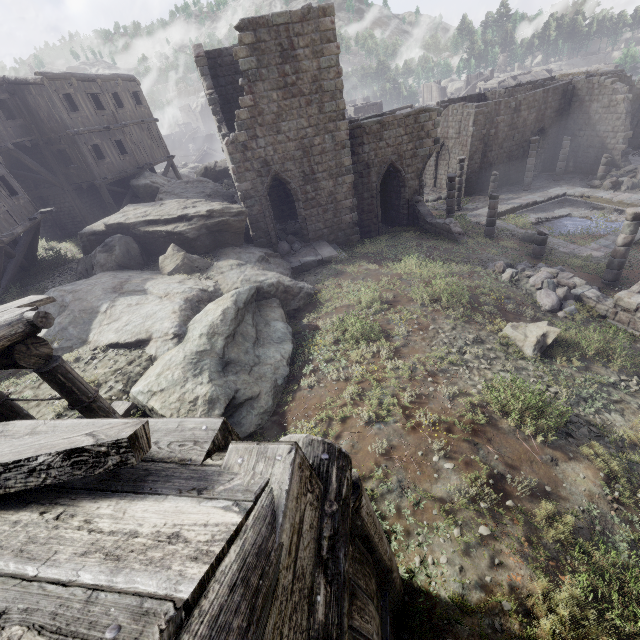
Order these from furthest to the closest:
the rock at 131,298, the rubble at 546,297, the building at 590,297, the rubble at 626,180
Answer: the rubble at 626,180 → the rubble at 546,297 → the building at 590,297 → the rock at 131,298

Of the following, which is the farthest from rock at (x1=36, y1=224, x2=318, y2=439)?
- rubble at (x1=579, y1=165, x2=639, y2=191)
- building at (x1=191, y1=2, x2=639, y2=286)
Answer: rubble at (x1=579, y1=165, x2=639, y2=191)

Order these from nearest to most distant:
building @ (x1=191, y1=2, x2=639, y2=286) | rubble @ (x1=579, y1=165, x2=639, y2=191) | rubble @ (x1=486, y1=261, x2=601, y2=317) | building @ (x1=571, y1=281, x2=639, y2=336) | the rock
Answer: the rock, building @ (x1=571, y1=281, x2=639, y2=336), rubble @ (x1=486, y1=261, x2=601, y2=317), building @ (x1=191, y1=2, x2=639, y2=286), rubble @ (x1=579, y1=165, x2=639, y2=191)

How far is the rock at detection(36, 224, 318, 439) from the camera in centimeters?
754cm

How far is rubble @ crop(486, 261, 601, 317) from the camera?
11.83m

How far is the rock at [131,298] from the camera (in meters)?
7.54

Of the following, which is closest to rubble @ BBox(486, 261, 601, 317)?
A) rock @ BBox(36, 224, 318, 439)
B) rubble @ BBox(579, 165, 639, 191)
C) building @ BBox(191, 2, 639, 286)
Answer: building @ BBox(191, 2, 639, 286)

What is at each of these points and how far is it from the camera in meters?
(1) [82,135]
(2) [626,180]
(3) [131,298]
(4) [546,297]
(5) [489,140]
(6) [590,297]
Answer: (1) building, 19.9
(2) rubble, 23.6
(3) rock, 10.9
(4) rubble, 12.0
(5) building, 27.0
(6) building, 11.8
